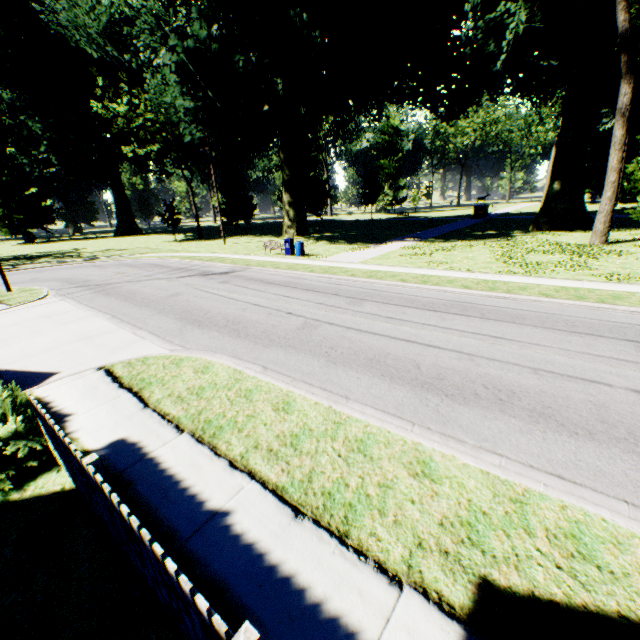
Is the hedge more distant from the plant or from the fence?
the plant

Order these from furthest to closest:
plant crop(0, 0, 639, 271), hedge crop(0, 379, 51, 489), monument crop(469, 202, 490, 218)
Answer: monument crop(469, 202, 490, 218)
plant crop(0, 0, 639, 271)
hedge crop(0, 379, 51, 489)

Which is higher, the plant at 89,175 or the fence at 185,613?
the plant at 89,175

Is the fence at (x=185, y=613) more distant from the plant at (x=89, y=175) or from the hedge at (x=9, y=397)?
the plant at (x=89, y=175)

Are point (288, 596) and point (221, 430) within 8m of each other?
yes

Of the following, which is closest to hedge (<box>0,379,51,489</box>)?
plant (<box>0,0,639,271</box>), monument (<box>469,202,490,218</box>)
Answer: plant (<box>0,0,639,271</box>)

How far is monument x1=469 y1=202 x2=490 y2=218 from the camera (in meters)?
45.22
